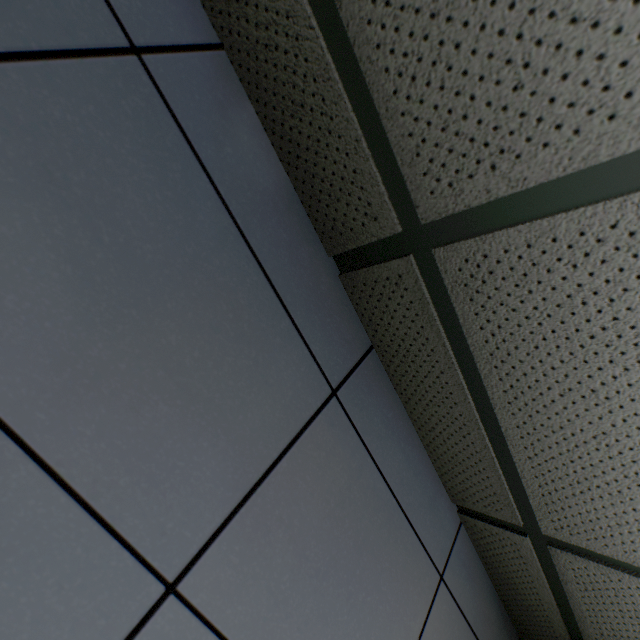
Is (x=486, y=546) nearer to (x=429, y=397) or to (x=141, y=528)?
(x=429, y=397)
